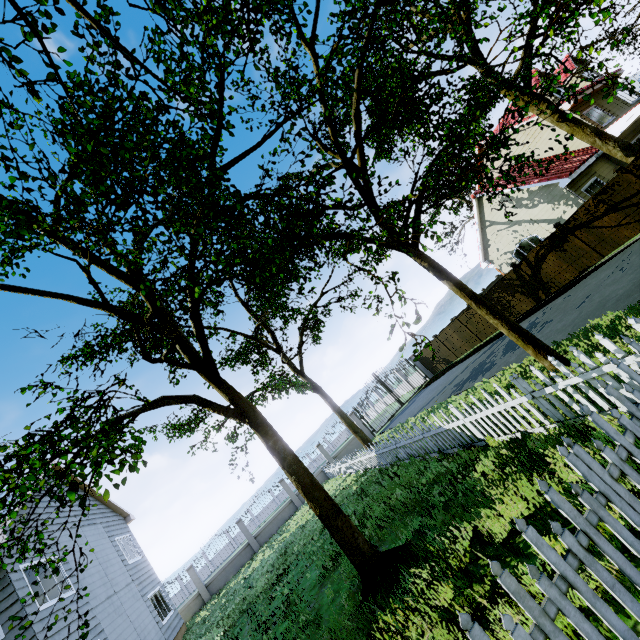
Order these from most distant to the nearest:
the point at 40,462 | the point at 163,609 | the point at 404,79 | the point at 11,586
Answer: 1. the point at 163,609
2. the point at 404,79
3. the point at 11,586
4. the point at 40,462

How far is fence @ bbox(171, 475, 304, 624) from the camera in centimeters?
1781cm

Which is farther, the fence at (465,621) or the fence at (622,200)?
the fence at (622,200)

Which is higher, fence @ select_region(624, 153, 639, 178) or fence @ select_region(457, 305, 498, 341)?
fence @ select_region(624, 153, 639, 178)

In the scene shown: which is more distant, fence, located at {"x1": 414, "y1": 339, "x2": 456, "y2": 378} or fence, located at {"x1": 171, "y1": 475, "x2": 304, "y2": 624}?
fence, located at {"x1": 414, "y1": 339, "x2": 456, "y2": 378}

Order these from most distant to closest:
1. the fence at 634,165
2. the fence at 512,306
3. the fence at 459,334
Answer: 1. the fence at 459,334
2. the fence at 512,306
3. the fence at 634,165
